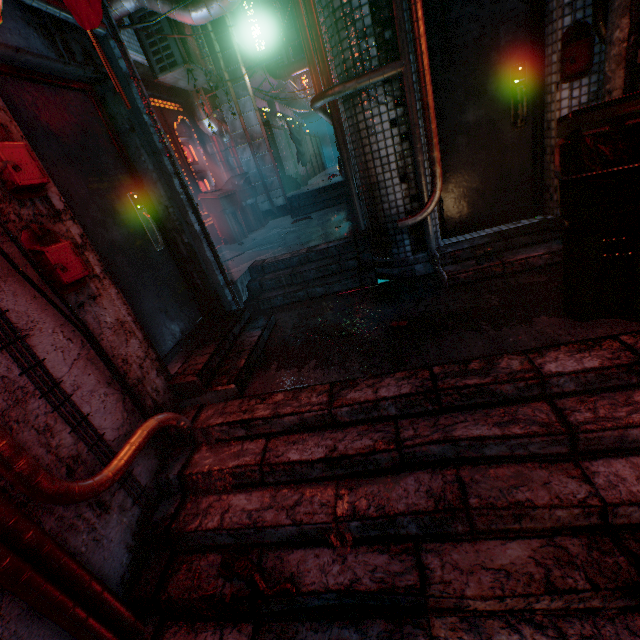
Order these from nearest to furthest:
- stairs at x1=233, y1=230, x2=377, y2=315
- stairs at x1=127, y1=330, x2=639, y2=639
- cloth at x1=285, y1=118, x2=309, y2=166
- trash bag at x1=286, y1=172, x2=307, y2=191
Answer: stairs at x1=127, y1=330, x2=639, y2=639 < stairs at x1=233, y1=230, x2=377, y2=315 < cloth at x1=285, y1=118, x2=309, y2=166 < trash bag at x1=286, y1=172, x2=307, y2=191

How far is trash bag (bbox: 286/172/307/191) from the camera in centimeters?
905cm

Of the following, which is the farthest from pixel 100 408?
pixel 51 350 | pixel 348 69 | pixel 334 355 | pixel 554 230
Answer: pixel 554 230

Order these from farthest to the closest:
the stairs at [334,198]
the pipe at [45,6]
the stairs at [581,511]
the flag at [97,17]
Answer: the stairs at [334,198], the pipe at [45,6], the stairs at [581,511], the flag at [97,17]

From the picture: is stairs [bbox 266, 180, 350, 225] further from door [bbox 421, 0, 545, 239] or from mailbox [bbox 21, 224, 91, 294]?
mailbox [bbox 21, 224, 91, 294]

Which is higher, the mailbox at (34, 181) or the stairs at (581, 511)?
the mailbox at (34, 181)

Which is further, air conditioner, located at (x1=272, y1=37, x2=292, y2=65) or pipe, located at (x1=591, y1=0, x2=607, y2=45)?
air conditioner, located at (x1=272, y1=37, x2=292, y2=65)

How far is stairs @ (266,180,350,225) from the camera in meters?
7.0 m
